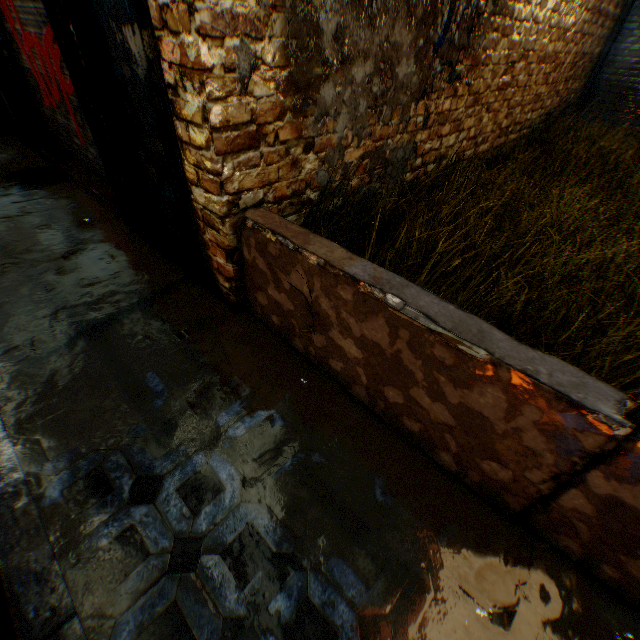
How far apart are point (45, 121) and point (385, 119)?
6.50m

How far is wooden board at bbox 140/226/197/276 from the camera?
3.29m

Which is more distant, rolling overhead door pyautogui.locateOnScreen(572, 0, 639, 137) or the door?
rolling overhead door pyautogui.locateOnScreen(572, 0, 639, 137)

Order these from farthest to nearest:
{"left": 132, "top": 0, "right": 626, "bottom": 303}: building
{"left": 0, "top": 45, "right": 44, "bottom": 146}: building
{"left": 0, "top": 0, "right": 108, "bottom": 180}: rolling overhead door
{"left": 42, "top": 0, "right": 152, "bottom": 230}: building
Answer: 1. {"left": 0, "top": 45, "right": 44, "bottom": 146}: building
2. {"left": 0, "top": 0, "right": 108, "bottom": 180}: rolling overhead door
3. {"left": 42, "top": 0, "right": 152, "bottom": 230}: building
4. {"left": 132, "top": 0, "right": 626, "bottom": 303}: building

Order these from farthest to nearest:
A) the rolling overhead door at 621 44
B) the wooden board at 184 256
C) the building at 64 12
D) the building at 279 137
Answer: the rolling overhead door at 621 44
the wooden board at 184 256
the building at 64 12
the building at 279 137

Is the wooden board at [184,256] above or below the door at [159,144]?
below

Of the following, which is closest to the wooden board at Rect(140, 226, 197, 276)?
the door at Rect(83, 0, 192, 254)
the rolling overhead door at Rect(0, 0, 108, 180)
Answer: the door at Rect(83, 0, 192, 254)

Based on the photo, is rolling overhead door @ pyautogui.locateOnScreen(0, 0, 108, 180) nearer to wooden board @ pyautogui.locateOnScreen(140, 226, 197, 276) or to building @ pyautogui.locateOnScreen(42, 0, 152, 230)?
building @ pyautogui.locateOnScreen(42, 0, 152, 230)
